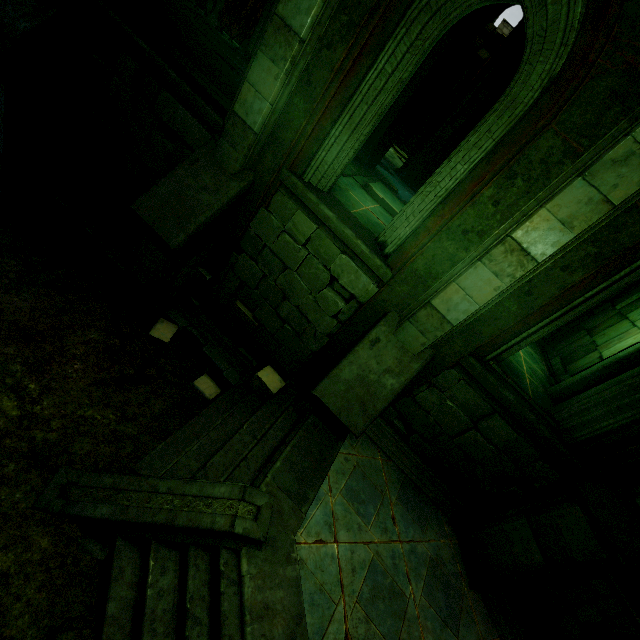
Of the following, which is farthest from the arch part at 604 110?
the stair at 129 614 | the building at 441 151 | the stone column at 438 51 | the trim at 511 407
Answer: the building at 441 151

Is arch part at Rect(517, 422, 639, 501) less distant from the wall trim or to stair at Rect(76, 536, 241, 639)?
the wall trim

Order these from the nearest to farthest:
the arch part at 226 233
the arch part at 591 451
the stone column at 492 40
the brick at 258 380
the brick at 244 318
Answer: the arch part at 226 233, the arch part at 591 451, the brick at 258 380, the brick at 244 318, the stone column at 492 40

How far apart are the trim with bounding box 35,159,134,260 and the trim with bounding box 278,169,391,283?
3.4m

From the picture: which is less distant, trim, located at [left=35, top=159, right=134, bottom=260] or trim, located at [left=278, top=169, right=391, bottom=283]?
trim, located at [left=278, top=169, right=391, bottom=283]

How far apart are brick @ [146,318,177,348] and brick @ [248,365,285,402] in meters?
1.7 m

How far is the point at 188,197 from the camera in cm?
498

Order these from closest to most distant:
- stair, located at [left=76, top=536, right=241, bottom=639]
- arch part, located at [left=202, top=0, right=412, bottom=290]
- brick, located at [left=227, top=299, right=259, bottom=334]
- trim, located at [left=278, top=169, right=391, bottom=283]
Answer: stair, located at [left=76, top=536, right=241, bottom=639] → arch part, located at [left=202, top=0, right=412, bottom=290] → trim, located at [left=278, top=169, right=391, bottom=283] → brick, located at [left=227, top=299, right=259, bottom=334]
